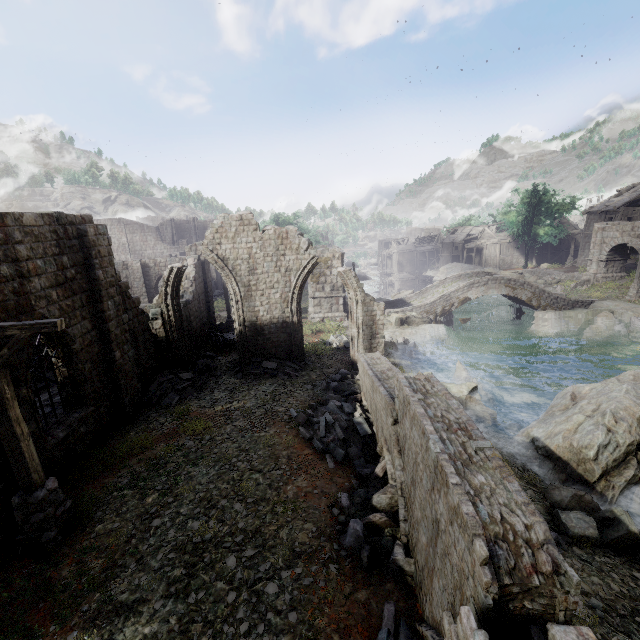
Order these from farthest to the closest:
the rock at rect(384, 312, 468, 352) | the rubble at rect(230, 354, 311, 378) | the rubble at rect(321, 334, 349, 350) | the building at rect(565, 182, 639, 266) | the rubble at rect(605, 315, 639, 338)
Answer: the building at rect(565, 182, 639, 266)
the rock at rect(384, 312, 468, 352)
the rubble at rect(605, 315, 639, 338)
the rubble at rect(321, 334, 349, 350)
the rubble at rect(230, 354, 311, 378)

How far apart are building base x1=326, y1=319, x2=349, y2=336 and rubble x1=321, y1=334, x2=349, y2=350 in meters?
0.0

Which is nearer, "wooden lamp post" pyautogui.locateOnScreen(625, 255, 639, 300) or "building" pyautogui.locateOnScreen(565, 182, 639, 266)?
"wooden lamp post" pyautogui.locateOnScreen(625, 255, 639, 300)

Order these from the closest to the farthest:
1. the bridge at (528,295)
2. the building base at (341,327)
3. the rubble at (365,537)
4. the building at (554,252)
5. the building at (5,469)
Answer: the rubble at (365,537)
the building at (5,469)
the building base at (341,327)
the bridge at (528,295)
the building at (554,252)

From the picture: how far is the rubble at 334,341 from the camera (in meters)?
20.62

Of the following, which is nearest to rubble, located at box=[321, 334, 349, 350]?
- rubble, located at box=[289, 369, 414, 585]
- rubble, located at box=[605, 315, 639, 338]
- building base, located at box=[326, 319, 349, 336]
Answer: building base, located at box=[326, 319, 349, 336]

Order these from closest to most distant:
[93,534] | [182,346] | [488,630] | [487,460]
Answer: [488,630] < [487,460] < [93,534] < [182,346]

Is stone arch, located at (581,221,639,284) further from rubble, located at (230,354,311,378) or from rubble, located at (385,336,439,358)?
rubble, located at (230,354,311,378)
